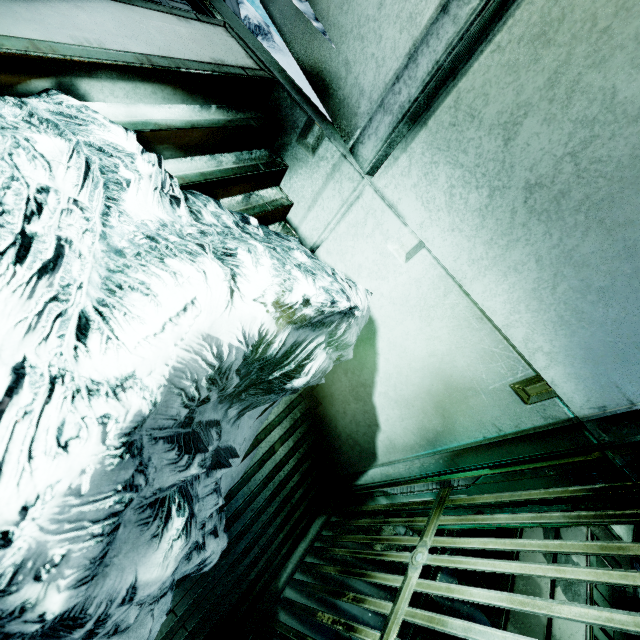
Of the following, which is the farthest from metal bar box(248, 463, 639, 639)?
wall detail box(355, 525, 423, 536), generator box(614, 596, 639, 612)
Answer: generator box(614, 596, 639, 612)

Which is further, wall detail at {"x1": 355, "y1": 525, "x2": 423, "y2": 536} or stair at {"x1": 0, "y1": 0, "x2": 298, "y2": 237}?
wall detail at {"x1": 355, "y1": 525, "x2": 423, "y2": 536}

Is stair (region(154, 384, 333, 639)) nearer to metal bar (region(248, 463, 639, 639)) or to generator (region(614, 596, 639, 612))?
metal bar (region(248, 463, 639, 639))

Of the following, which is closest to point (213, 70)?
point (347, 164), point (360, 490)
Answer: point (347, 164)

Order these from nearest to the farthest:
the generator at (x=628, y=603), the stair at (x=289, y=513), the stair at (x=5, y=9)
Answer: the stair at (x=5, y=9) < the stair at (x=289, y=513) < the generator at (x=628, y=603)

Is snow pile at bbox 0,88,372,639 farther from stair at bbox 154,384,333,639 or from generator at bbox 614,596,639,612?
generator at bbox 614,596,639,612

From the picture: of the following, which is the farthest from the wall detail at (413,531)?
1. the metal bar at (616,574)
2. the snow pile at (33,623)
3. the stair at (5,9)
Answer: the stair at (5,9)

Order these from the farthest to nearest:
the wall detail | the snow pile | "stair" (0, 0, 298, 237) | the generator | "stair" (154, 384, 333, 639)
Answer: the generator
the wall detail
"stair" (154, 384, 333, 639)
"stair" (0, 0, 298, 237)
the snow pile
